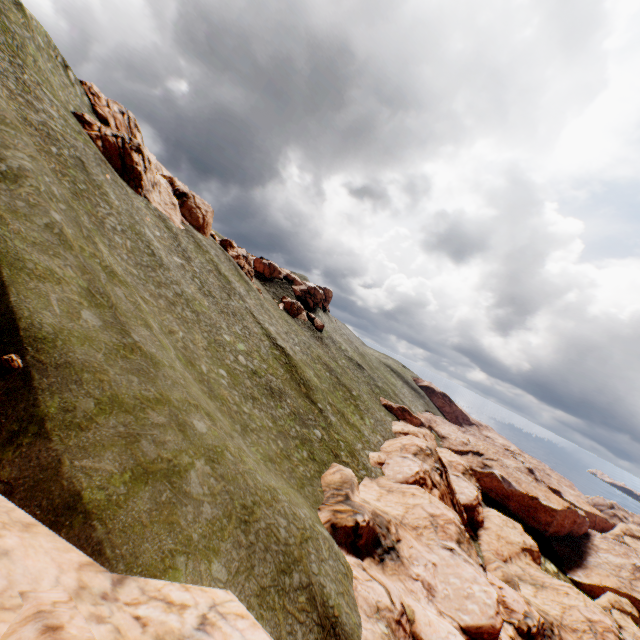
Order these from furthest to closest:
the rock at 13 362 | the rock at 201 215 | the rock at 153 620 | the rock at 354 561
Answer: the rock at 201 215 → the rock at 354 561 → the rock at 13 362 → the rock at 153 620

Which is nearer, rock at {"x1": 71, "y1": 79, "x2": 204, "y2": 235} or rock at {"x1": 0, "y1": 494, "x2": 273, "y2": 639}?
rock at {"x1": 0, "y1": 494, "x2": 273, "y2": 639}

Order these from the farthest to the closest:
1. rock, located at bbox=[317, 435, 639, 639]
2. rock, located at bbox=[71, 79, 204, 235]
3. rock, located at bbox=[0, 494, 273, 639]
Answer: rock, located at bbox=[71, 79, 204, 235] → rock, located at bbox=[317, 435, 639, 639] → rock, located at bbox=[0, 494, 273, 639]

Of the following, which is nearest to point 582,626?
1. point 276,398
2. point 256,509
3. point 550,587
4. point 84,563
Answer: point 550,587

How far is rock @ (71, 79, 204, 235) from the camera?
43.1m

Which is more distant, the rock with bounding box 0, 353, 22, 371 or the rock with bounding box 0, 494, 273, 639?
the rock with bounding box 0, 353, 22, 371

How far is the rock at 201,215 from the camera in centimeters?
4306cm
